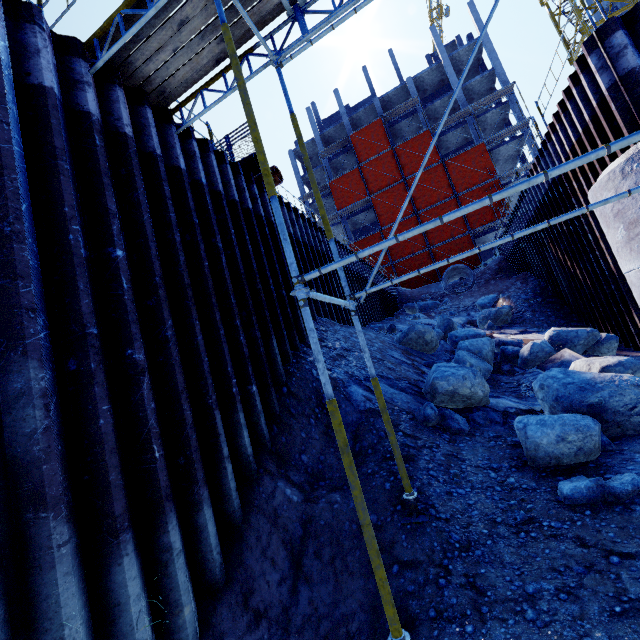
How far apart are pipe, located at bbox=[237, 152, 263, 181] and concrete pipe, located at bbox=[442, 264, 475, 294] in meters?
17.5 m

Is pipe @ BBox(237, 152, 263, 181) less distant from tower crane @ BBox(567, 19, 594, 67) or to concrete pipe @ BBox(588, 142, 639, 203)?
concrete pipe @ BBox(588, 142, 639, 203)

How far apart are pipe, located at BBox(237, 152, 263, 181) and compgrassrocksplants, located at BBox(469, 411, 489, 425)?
7.4m

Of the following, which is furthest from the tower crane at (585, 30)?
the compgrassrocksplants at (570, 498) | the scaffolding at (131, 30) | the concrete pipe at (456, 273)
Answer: the compgrassrocksplants at (570, 498)

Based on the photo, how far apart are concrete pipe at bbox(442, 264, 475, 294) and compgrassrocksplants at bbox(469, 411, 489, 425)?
17.8 meters

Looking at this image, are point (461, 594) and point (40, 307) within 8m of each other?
yes

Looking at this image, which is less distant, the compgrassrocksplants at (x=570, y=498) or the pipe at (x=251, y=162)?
the compgrassrocksplants at (x=570, y=498)

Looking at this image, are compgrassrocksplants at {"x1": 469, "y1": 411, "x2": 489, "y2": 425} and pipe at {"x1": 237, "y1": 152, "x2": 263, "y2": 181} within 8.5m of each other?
yes
